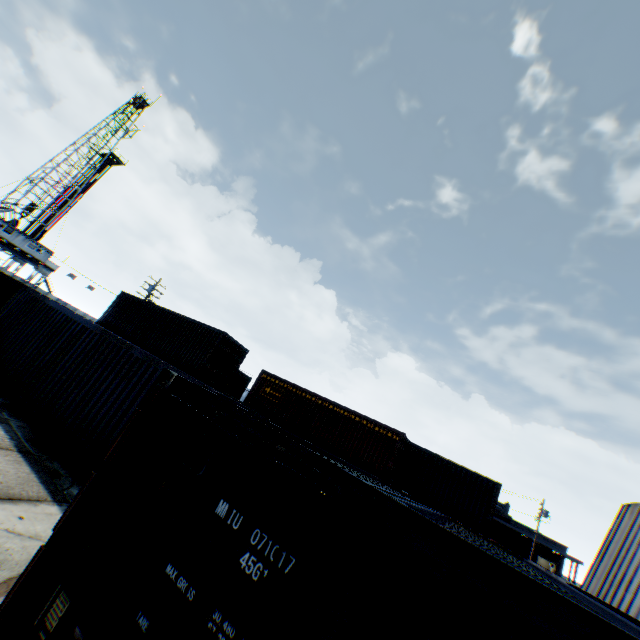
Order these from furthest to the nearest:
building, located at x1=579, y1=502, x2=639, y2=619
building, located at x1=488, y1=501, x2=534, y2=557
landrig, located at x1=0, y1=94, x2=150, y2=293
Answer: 1. building, located at x1=488, y1=501, x2=534, y2=557
2. landrig, located at x1=0, y1=94, x2=150, y2=293
3. building, located at x1=579, y1=502, x2=639, y2=619

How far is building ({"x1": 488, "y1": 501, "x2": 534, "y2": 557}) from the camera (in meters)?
48.00

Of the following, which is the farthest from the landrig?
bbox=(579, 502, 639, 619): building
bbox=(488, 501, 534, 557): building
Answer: bbox=(488, 501, 534, 557): building

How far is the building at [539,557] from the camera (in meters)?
44.12

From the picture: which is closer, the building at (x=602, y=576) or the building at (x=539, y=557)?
the building at (x=602, y=576)

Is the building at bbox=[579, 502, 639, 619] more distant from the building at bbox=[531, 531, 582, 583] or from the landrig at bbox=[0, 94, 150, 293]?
the landrig at bbox=[0, 94, 150, 293]

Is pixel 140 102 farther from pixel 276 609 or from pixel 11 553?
pixel 276 609
